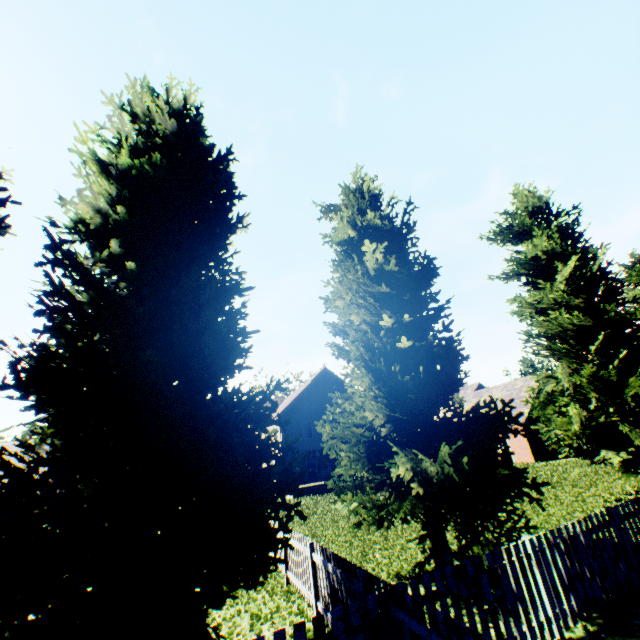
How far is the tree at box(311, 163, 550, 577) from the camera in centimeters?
699cm

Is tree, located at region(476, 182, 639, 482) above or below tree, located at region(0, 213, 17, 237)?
below

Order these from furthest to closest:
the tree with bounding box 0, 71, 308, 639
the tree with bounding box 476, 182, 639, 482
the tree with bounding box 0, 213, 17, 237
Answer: the tree with bounding box 476, 182, 639, 482
the tree with bounding box 0, 213, 17, 237
the tree with bounding box 0, 71, 308, 639

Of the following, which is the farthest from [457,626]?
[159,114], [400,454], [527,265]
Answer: [527,265]

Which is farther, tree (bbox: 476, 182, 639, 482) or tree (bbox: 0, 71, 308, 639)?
tree (bbox: 476, 182, 639, 482)

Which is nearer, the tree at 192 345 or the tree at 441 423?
the tree at 192 345
